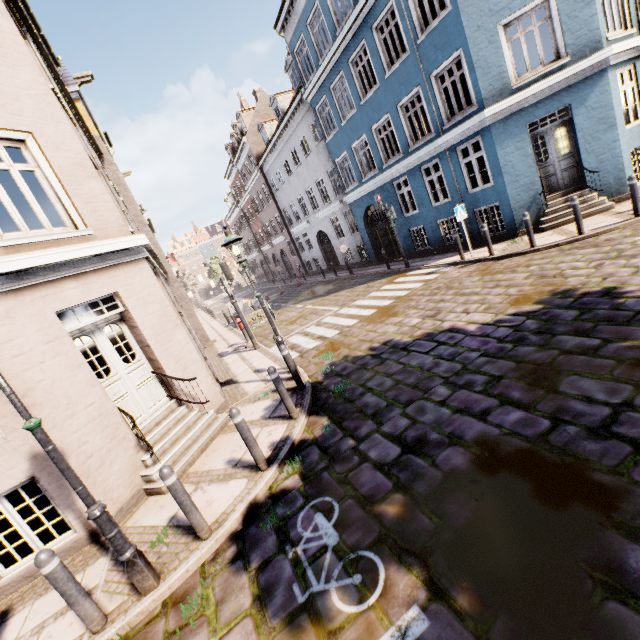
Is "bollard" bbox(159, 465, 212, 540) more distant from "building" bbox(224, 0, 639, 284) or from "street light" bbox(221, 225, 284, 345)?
"street light" bbox(221, 225, 284, 345)

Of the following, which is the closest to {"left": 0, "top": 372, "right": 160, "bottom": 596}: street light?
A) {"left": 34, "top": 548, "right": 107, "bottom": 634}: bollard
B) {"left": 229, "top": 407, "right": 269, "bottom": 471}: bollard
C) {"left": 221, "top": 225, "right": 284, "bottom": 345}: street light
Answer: {"left": 34, "top": 548, "right": 107, "bottom": 634}: bollard

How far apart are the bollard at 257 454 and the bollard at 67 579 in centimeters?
226cm

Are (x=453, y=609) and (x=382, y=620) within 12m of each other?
yes

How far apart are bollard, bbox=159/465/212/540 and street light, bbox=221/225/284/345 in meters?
3.9

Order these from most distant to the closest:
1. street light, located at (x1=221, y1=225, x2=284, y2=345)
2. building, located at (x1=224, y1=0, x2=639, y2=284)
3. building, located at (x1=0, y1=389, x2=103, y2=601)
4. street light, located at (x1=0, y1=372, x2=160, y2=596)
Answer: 1. building, located at (x1=224, y1=0, x2=639, y2=284)
2. street light, located at (x1=221, y1=225, x2=284, y2=345)
3. building, located at (x1=0, y1=389, x2=103, y2=601)
4. street light, located at (x1=0, y1=372, x2=160, y2=596)

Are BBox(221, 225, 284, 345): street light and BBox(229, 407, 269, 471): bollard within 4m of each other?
yes

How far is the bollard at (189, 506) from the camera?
3.9m
